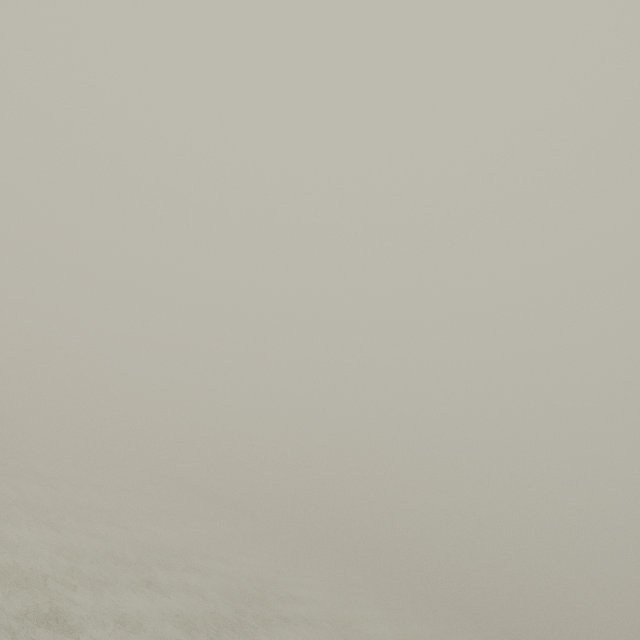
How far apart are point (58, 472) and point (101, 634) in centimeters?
2051cm
